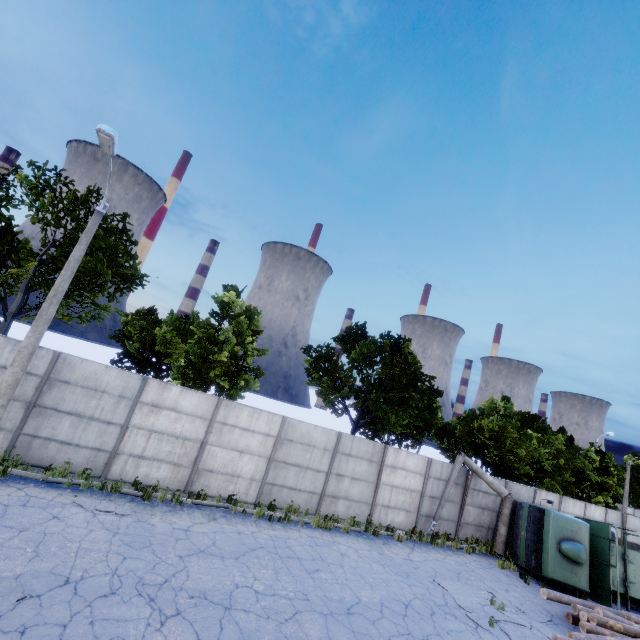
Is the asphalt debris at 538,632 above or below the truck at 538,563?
below

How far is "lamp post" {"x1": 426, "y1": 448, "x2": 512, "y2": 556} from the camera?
16.64m

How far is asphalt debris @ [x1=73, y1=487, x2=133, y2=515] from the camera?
9.32m

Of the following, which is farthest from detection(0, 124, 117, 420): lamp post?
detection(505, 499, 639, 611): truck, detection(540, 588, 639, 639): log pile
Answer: detection(505, 499, 639, 611): truck

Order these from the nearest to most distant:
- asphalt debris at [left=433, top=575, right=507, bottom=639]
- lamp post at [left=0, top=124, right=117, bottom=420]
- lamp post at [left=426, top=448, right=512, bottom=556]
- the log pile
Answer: lamp post at [left=0, top=124, right=117, bottom=420], asphalt debris at [left=433, top=575, right=507, bottom=639], the log pile, lamp post at [left=426, top=448, right=512, bottom=556]

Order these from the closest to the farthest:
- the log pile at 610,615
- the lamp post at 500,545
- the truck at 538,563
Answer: the log pile at 610,615 < the truck at 538,563 < the lamp post at 500,545

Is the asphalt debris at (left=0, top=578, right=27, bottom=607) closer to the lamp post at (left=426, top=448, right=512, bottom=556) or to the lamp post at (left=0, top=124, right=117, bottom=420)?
the lamp post at (left=0, top=124, right=117, bottom=420)

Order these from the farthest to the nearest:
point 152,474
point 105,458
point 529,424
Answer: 1. point 529,424
2. point 152,474
3. point 105,458
